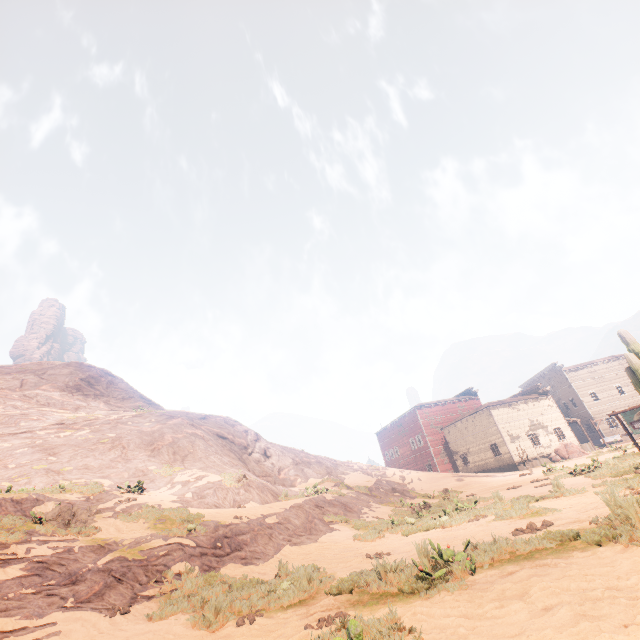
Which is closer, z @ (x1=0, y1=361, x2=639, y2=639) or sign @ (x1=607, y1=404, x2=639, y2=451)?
z @ (x1=0, y1=361, x2=639, y2=639)

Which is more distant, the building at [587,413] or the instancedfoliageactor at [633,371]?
the building at [587,413]

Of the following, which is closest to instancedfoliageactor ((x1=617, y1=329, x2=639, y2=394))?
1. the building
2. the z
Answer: the z

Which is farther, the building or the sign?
the building

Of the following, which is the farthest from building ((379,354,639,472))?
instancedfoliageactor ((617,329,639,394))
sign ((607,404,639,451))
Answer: instancedfoliageactor ((617,329,639,394))

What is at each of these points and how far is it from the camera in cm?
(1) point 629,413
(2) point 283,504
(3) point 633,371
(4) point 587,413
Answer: (1) sign, 1728
(2) z, 1263
(3) instancedfoliageactor, 1103
(4) building, 4719

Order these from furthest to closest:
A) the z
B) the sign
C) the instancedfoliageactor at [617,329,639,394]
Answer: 1. the sign
2. the instancedfoliageactor at [617,329,639,394]
3. the z

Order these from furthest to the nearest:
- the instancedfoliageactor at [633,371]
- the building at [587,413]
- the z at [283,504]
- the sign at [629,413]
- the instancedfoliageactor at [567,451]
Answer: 1. the building at [587,413]
2. the instancedfoliageactor at [567,451]
3. the sign at [629,413]
4. the instancedfoliageactor at [633,371]
5. the z at [283,504]
